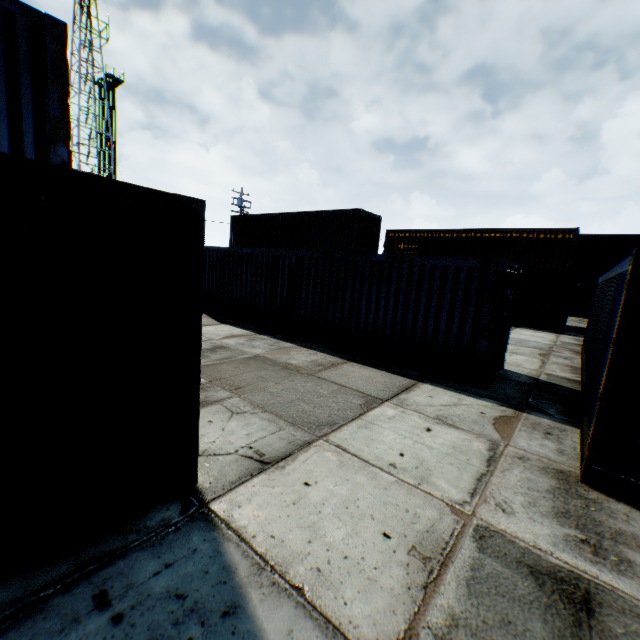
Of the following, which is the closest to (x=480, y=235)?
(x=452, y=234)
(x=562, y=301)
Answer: (x=452, y=234)
